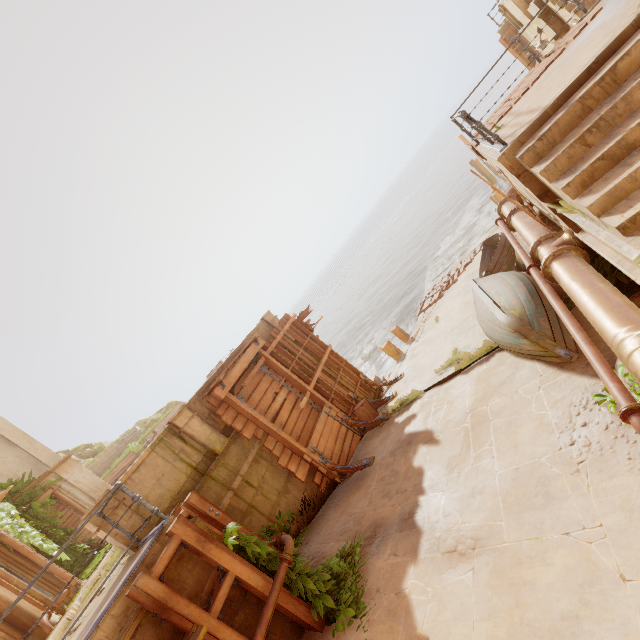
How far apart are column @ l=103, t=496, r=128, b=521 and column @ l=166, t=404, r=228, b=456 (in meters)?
1.70

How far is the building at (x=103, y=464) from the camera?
22.4m

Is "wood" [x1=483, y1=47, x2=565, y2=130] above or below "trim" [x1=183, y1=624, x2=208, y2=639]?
above

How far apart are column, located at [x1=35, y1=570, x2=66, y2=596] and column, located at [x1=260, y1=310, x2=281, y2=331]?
11.4m

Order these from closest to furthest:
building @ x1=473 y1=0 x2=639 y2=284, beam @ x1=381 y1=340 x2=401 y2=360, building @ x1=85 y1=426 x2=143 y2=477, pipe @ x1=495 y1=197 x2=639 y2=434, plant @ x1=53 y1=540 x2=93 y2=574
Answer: pipe @ x1=495 y1=197 x2=639 y2=434 < building @ x1=473 y1=0 x2=639 y2=284 < plant @ x1=53 y1=540 x2=93 y2=574 < beam @ x1=381 y1=340 x2=401 y2=360 < building @ x1=85 y1=426 x2=143 y2=477

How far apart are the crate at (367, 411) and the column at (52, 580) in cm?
1189

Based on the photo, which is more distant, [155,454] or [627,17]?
[155,454]

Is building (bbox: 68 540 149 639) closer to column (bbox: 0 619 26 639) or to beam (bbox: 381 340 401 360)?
column (bbox: 0 619 26 639)
